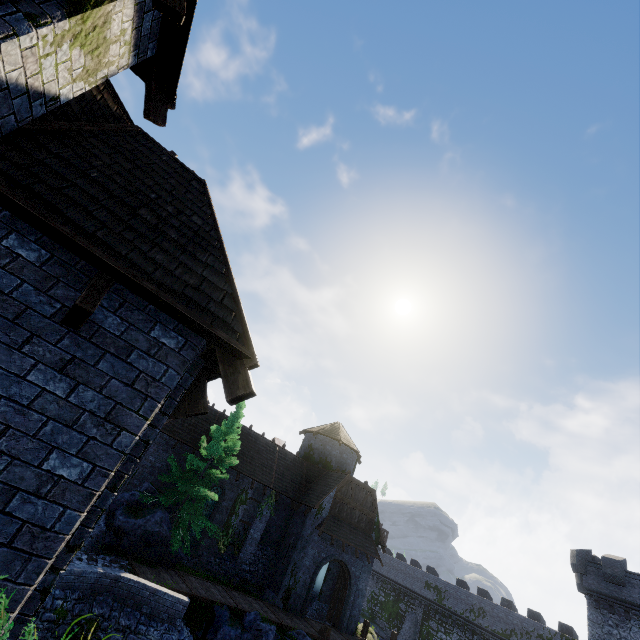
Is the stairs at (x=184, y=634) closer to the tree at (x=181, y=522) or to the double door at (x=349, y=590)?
the tree at (x=181, y=522)

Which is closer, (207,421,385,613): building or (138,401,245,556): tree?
(138,401,245,556): tree

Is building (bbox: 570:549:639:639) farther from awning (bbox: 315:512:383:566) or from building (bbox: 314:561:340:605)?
awning (bbox: 315:512:383:566)

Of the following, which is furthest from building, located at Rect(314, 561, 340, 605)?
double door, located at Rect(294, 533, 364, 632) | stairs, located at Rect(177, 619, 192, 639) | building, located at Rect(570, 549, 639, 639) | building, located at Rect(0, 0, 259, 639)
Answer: building, located at Rect(570, 549, 639, 639)

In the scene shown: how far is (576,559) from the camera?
29.5m

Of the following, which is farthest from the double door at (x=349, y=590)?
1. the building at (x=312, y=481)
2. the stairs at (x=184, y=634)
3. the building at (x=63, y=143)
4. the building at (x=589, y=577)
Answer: the building at (x=589, y=577)

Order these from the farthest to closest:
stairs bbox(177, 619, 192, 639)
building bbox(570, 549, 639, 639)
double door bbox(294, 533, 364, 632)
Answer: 1. building bbox(570, 549, 639, 639)
2. double door bbox(294, 533, 364, 632)
3. stairs bbox(177, 619, 192, 639)

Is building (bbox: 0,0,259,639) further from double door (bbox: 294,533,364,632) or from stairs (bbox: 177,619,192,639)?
double door (bbox: 294,533,364,632)
